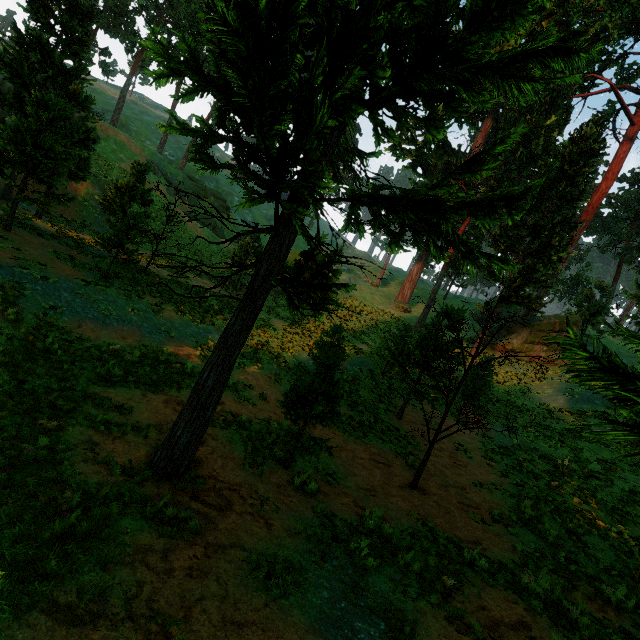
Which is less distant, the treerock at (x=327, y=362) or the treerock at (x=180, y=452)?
the treerock at (x=180, y=452)

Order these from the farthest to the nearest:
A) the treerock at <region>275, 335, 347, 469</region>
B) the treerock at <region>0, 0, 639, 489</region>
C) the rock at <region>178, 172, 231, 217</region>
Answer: the rock at <region>178, 172, 231, 217</region>
the treerock at <region>275, 335, 347, 469</region>
the treerock at <region>0, 0, 639, 489</region>

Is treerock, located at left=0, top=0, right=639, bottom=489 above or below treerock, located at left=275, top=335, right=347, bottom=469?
above

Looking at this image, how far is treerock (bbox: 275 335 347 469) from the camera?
8.1 meters

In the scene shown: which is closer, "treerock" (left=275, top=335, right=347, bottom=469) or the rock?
"treerock" (left=275, top=335, right=347, bottom=469)

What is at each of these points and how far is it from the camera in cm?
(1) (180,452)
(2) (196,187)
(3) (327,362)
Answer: (1) treerock, 652
(2) rock, 4953
(3) treerock, 836

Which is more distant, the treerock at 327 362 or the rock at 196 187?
the rock at 196 187

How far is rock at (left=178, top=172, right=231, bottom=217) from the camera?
48.8 meters
